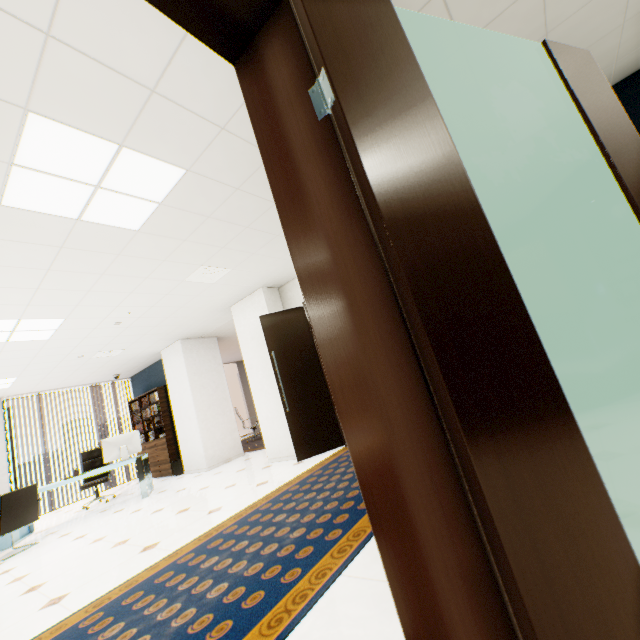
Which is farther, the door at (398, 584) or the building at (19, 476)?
the building at (19, 476)

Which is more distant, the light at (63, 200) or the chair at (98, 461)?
the chair at (98, 461)

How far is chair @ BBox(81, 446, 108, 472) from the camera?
7.3m

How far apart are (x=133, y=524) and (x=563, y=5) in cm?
678

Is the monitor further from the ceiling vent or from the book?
the ceiling vent

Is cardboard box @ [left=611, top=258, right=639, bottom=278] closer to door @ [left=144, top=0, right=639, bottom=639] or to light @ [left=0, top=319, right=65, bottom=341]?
door @ [left=144, top=0, right=639, bottom=639]

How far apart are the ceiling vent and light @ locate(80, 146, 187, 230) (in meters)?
1.23

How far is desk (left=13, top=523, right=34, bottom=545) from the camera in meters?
5.5
